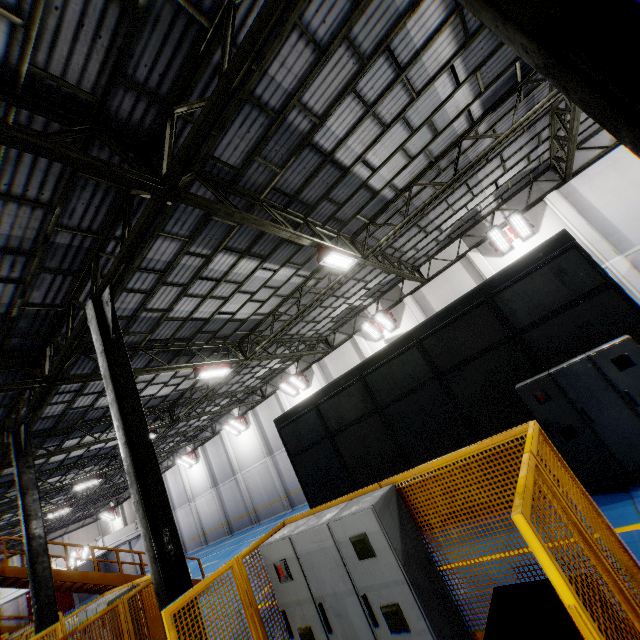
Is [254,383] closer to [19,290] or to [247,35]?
[19,290]

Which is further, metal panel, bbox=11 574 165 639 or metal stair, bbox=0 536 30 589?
metal stair, bbox=0 536 30 589

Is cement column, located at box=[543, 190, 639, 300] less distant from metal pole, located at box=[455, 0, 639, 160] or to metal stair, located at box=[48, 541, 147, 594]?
metal pole, located at box=[455, 0, 639, 160]

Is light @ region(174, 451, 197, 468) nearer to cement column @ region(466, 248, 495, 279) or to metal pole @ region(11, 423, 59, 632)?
metal pole @ region(11, 423, 59, 632)

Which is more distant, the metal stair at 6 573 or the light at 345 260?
the metal stair at 6 573

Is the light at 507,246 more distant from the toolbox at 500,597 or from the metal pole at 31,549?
the metal pole at 31,549

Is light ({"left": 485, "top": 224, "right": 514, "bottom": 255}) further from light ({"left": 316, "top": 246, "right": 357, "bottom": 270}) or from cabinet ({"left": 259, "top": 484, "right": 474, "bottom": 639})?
cabinet ({"left": 259, "top": 484, "right": 474, "bottom": 639})

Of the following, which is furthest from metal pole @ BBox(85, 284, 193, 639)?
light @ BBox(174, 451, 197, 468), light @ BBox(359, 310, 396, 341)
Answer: light @ BBox(174, 451, 197, 468)
